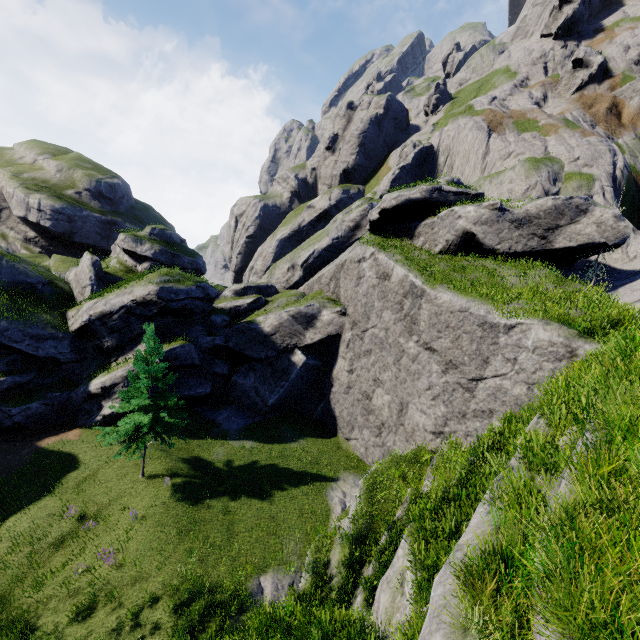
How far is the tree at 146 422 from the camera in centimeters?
1945cm

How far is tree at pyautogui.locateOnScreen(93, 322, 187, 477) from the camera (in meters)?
19.45

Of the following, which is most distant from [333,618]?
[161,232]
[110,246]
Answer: [110,246]
